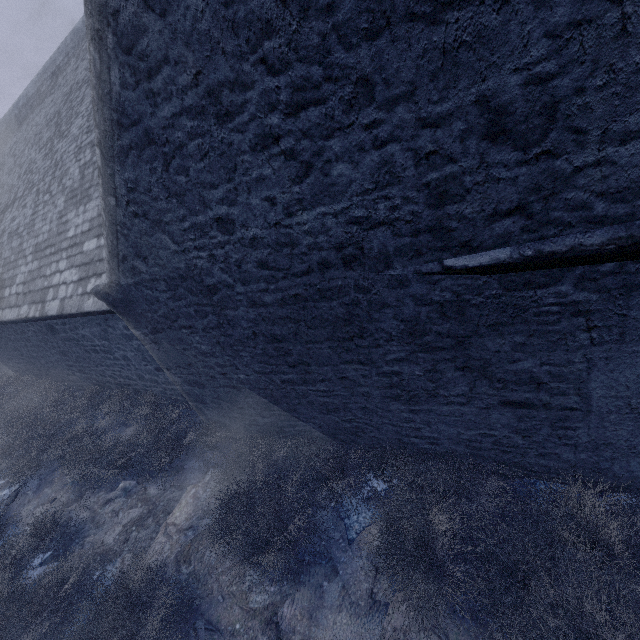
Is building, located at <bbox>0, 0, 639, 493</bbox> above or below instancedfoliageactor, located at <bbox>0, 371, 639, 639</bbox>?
above

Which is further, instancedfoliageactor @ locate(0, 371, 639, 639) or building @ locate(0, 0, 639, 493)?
instancedfoliageactor @ locate(0, 371, 639, 639)

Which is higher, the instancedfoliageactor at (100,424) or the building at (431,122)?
the building at (431,122)

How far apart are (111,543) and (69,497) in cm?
194

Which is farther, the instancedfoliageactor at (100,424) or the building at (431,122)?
the instancedfoliageactor at (100,424)
